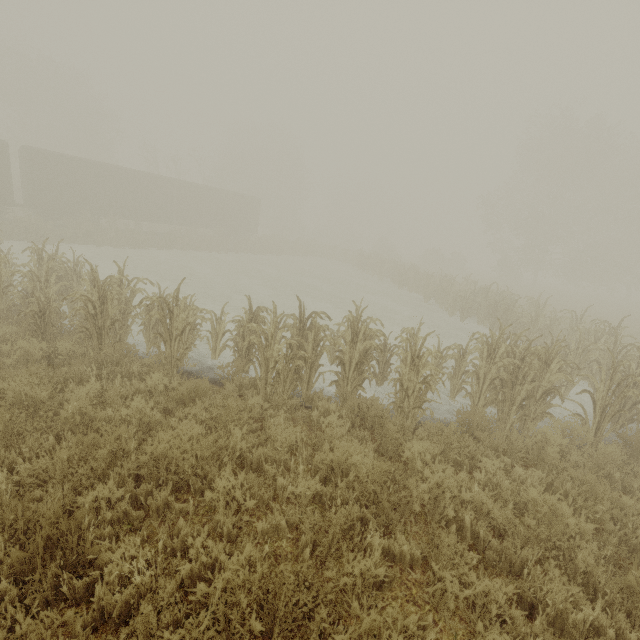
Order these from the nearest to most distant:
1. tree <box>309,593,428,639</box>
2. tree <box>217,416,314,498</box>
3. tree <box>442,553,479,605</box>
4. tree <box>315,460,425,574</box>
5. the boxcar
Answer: tree <box>309,593,428,639</box> < tree <box>442,553,479,605</box> < tree <box>315,460,425,574</box> < tree <box>217,416,314,498</box> < the boxcar

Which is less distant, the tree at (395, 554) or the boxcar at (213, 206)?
the tree at (395, 554)

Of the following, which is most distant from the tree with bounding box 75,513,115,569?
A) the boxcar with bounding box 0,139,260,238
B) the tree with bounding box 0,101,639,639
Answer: the boxcar with bounding box 0,139,260,238

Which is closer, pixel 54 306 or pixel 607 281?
pixel 54 306

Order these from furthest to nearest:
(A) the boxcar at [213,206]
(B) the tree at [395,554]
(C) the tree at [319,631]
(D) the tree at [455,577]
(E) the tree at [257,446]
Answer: (A) the boxcar at [213,206] → (E) the tree at [257,446] → (B) the tree at [395,554] → (D) the tree at [455,577] → (C) the tree at [319,631]

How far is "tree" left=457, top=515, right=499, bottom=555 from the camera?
3.6 meters
